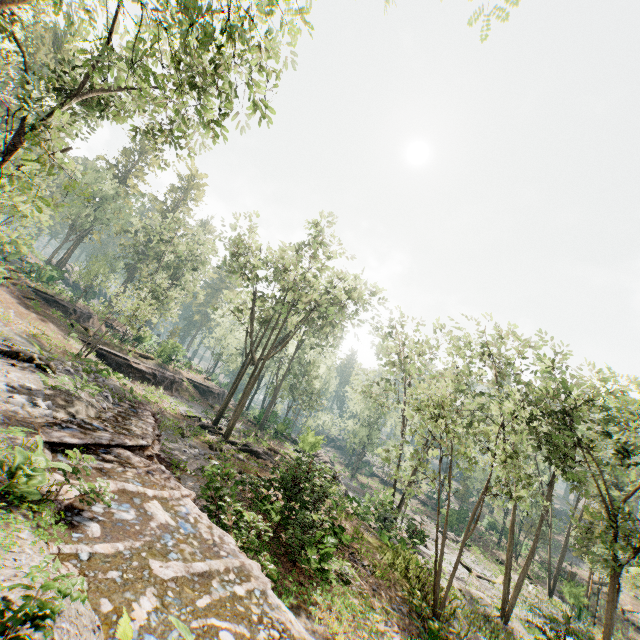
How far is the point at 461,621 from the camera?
13.07m

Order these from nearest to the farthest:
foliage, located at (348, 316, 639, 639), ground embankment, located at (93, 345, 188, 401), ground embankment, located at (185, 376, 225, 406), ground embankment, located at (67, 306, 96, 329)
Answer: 1. foliage, located at (348, 316, 639, 639)
2. ground embankment, located at (93, 345, 188, 401)
3. ground embankment, located at (67, 306, 96, 329)
4. ground embankment, located at (185, 376, 225, 406)

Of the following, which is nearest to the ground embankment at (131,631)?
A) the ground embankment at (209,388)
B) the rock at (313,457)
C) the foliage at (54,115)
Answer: the rock at (313,457)

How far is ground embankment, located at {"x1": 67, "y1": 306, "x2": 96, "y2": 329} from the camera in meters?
36.0

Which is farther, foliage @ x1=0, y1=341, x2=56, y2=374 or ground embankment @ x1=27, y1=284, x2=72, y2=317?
ground embankment @ x1=27, y1=284, x2=72, y2=317

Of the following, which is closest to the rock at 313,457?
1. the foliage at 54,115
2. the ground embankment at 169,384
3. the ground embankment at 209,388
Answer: the foliage at 54,115

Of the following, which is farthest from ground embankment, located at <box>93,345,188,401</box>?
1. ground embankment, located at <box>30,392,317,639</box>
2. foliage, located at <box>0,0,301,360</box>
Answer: foliage, located at <box>0,0,301,360</box>
